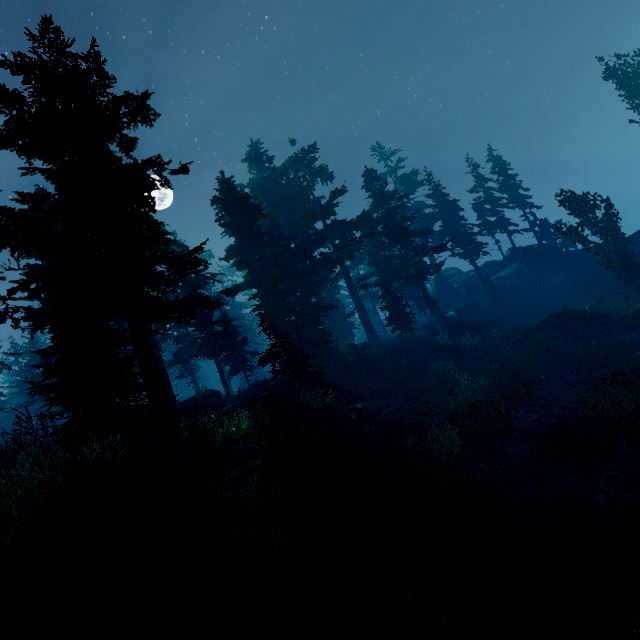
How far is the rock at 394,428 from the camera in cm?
1495

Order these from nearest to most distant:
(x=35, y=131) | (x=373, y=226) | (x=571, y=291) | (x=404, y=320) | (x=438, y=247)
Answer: (x=35, y=131) < (x=404, y=320) < (x=438, y=247) < (x=571, y=291) < (x=373, y=226)

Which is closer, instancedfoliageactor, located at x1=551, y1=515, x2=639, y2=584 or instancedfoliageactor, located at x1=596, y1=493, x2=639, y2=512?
instancedfoliageactor, located at x1=551, y1=515, x2=639, y2=584

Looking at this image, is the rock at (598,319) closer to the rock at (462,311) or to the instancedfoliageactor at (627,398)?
the instancedfoliageactor at (627,398)

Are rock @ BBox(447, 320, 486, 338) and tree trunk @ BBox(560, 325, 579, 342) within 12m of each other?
yes

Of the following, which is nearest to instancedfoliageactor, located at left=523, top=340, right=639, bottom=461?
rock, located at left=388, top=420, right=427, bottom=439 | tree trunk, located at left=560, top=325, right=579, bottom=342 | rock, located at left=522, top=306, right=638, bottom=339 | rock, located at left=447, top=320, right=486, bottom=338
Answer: rock, located at left=447, top=320, right=486, bottom=338

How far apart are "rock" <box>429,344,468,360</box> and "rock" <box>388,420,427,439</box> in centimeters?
1332cm

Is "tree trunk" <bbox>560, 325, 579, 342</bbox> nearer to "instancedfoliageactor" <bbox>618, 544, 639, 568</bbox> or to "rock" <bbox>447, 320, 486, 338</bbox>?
"instancedfoliageactor" <bbox>618, 544, 639, 568</bbox>
